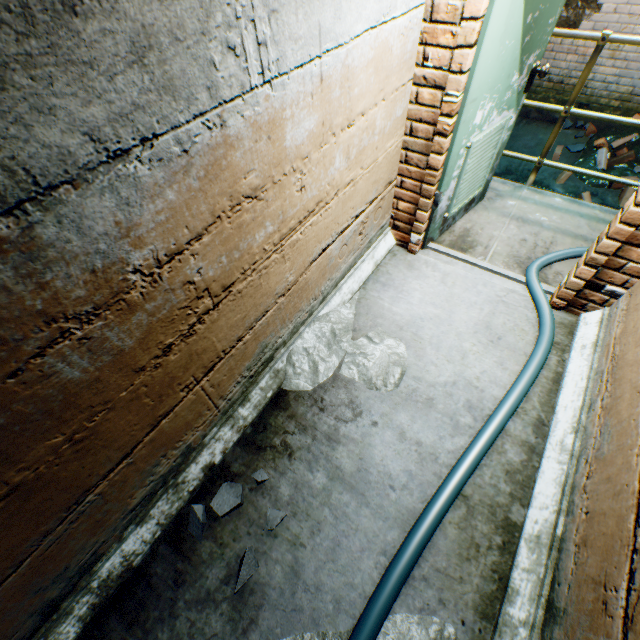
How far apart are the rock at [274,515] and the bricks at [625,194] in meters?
5.9 m

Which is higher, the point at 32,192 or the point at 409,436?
the point at 32,192

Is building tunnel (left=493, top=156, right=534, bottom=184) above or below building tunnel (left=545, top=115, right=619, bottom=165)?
below

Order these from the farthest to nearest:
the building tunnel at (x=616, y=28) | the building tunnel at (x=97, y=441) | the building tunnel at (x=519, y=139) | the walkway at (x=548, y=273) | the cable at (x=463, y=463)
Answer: the building tunnel at (x=519, y=139) < the building tunnel at (x=616, y=28) < the walkway at (x=548, y=273) < the cable at (x=463, y=463) < the building tunnel at (x=97, y=441)

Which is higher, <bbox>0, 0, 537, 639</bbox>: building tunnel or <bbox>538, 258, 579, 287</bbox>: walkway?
<bbox>0, 0, 537, 639</bbox>: building tunnel

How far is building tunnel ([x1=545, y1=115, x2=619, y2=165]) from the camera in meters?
5.0 m

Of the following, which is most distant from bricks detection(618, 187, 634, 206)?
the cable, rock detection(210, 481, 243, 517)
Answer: rock detection(210, 481, 243, 517)

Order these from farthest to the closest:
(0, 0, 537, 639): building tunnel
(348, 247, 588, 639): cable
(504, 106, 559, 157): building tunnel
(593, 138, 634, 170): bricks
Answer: (504, 106, 559, 157): building tunnel
(593, 138, 634, 170): bricks
(348, 247, 588, 639): cable
(0, 0, 537, 639): building tunnel
